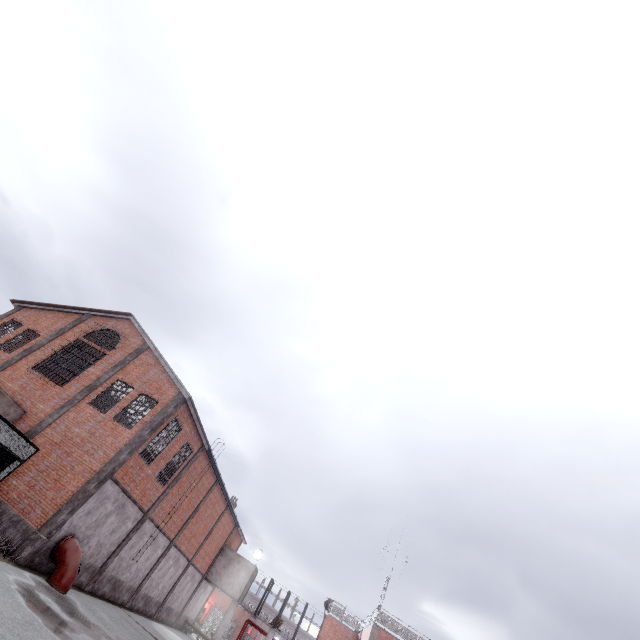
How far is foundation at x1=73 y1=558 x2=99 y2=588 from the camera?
16.03m

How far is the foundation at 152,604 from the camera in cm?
2173

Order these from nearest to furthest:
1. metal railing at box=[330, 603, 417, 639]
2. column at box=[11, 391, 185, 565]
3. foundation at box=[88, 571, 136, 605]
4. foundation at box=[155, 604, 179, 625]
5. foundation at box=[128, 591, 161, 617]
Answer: column at box=[11, 391, 185, 565] < foundation at box=[88, 571, 136, 605] < foundation at box=[128, 591, 161, 617] < metal railing at box=[330, 603, 417, 639] < foundation at box=[155, 604, 179, 625]

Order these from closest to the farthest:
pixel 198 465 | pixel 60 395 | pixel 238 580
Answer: pixel 60 395, pixel 198 465, pixel 238 580

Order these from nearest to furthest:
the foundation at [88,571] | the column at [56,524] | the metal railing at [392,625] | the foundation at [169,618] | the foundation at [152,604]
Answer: the column at [56,524], the foundation at [88,571], the foundation at [152,604], the metal railing at [392,625], the foundation at [169,618]

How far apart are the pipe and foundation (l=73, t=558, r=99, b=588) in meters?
0.1 m

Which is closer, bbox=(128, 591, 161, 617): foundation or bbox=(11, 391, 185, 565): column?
bbox=(11, 391, 185, 565): column
